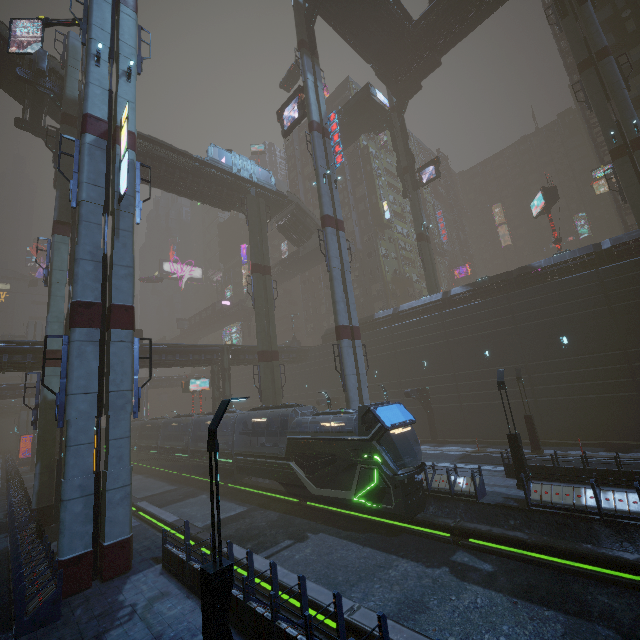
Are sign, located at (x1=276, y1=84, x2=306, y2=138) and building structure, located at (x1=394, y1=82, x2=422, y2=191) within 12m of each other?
no

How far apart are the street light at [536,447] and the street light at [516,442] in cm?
668

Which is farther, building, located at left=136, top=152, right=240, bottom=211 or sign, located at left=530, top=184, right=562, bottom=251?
sign, located at left=530, top=184, right=562, bottom=251

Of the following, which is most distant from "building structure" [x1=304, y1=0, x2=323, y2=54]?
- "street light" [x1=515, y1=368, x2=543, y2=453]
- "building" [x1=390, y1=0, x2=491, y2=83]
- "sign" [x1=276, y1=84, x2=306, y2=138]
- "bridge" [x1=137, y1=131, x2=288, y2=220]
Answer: "street light" [x1=515, y1=368, x2=543, y2=453]

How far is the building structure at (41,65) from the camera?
23.7m

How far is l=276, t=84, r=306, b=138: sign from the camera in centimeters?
2919cm

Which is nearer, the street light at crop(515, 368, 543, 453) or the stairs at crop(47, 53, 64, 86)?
the street light at crop(515, 368, 543, 453)

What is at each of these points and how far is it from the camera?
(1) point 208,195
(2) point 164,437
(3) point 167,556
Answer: (1) building, 35.12m
(2) train, 35.59m
(3) building, 11.63m
